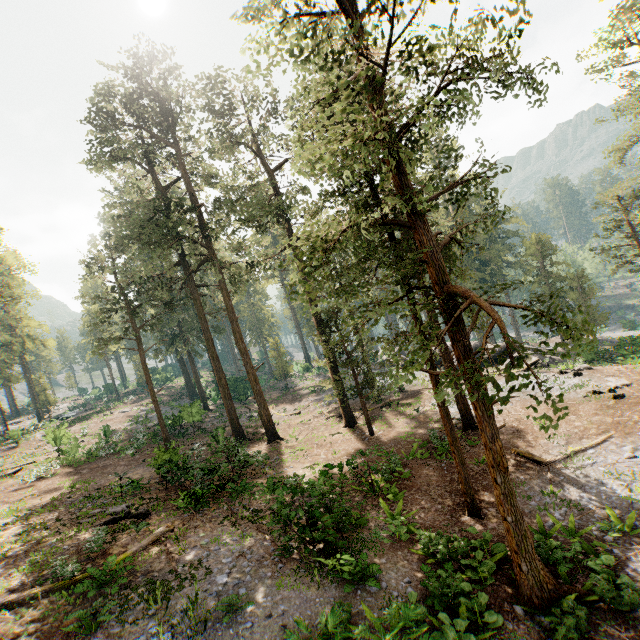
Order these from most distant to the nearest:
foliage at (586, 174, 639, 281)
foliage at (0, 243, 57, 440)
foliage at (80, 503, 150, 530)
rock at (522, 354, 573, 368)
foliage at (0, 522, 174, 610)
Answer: foliage at (586, 174, 639, 281), rock at (522, 354, 573, 368), foliage at (0, 243, 57, 440), foliage at (80, 503, 150, 530), foliage at (0, 522, 174, 610)

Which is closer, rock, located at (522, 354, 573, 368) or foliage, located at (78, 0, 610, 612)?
foliage, located at (78, 0, 610, 612)

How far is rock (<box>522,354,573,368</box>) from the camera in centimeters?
2555cm

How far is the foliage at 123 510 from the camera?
13.9 meters

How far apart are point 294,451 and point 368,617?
14.8m

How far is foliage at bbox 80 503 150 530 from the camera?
13.87m

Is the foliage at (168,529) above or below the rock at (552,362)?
above
